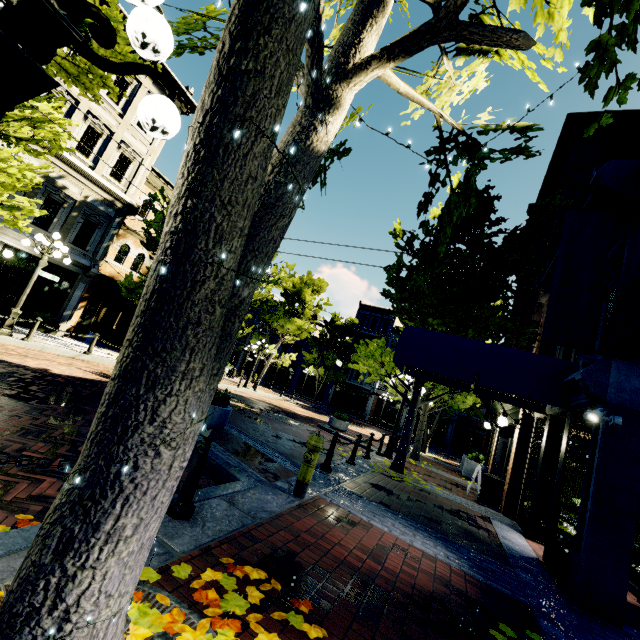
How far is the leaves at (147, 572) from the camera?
2.3m

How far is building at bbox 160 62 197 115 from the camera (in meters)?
16.16

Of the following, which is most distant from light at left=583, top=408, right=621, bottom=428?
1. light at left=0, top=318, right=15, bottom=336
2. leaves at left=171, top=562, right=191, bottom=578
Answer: light at left=0, top=318, right=15, bottom=336

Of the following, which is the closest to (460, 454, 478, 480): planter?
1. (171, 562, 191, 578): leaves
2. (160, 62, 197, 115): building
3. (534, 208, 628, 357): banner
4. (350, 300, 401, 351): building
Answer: (534, 208, 628, 357): banner

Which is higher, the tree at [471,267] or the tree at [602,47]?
the tree at [471,267]

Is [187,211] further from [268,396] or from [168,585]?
[268,396]

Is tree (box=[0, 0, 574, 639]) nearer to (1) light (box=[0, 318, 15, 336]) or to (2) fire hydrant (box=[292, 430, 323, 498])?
(1) light (box=[0, 318, 15, 336])

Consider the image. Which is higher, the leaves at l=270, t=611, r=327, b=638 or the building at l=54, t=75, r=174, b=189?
the building at l=54, t=75, r=174, b=189
